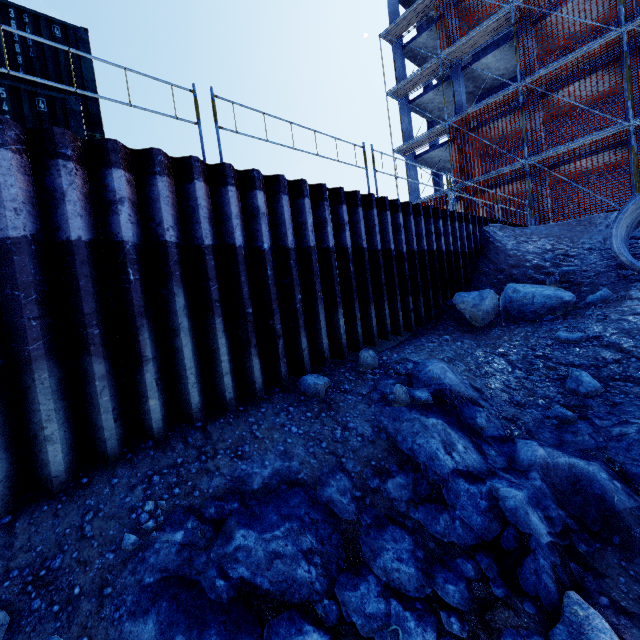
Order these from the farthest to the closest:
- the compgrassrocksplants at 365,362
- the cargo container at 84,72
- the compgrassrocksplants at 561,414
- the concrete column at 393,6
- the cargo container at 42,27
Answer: the concrete column at 393,6, the cargo container at 84,72, the cargo container at 42,27, the compgrassrocksplants at 365,362, the compgrassrocksplants at 561,414

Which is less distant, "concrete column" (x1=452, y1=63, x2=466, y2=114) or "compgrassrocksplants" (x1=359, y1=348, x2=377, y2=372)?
"compgrassrocksplants" (x1=359, y1=348, x2=377, y2=372)

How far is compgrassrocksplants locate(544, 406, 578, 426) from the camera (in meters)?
4.58

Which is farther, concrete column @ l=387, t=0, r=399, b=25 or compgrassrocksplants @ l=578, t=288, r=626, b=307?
concrete column @ l=387, t=0, r=399, b=25

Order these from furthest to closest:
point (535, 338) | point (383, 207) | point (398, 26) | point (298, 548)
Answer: point (398, 26) → point (383, 207) → point (535, 338) → point (298, 548)

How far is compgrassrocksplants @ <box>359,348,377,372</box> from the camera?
5.7 meters

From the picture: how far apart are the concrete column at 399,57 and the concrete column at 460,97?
3.5m

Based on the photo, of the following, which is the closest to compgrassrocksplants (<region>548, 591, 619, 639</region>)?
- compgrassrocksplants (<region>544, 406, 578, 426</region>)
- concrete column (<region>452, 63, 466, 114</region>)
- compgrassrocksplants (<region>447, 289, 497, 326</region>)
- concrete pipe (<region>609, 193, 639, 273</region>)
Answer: compgrassrocksplants (<region>544, 406, 578, 426</region>)
